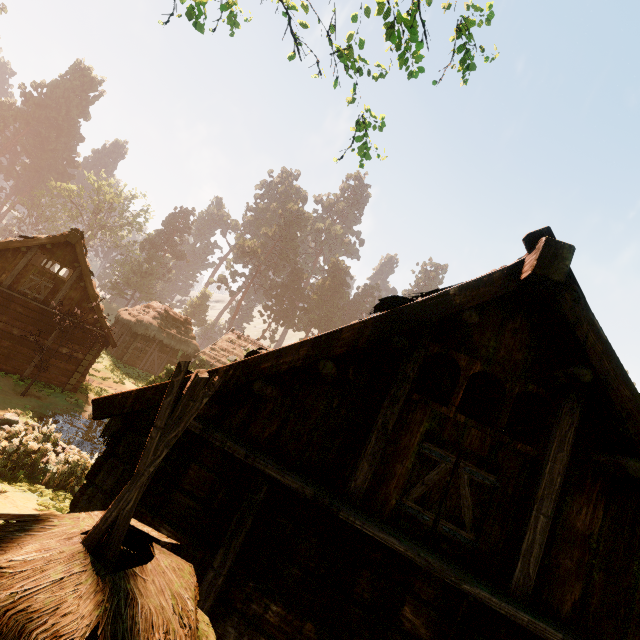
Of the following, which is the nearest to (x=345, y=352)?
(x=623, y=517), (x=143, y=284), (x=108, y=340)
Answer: (x=623, y=517)

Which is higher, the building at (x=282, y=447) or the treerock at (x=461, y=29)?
the treerock at (x=461, y=29)

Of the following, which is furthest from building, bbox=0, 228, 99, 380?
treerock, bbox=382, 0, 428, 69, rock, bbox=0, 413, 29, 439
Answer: rock, bbox=0, 413, 29, 439

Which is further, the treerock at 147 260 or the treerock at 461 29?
the treerock at 147 260

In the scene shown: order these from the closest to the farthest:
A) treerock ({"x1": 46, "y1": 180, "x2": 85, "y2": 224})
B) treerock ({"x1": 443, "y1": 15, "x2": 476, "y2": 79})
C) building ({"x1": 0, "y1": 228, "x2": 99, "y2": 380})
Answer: treerock ({"x1": 443, "y1": 15, "x2": 476, "y2": 79}) < building ({"x1": 0, "y1": 228, "x2": 99, "y2": 380}) < treerock ({"x1": 46, "y1": 180, "x2": 85, "y2": 224})

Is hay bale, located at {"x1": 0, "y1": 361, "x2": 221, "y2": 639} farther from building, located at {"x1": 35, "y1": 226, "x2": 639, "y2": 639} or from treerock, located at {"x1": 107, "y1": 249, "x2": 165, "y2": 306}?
treerock, located at {"x1": 107, "y1": 249, "x2": 165, "y2": 306}

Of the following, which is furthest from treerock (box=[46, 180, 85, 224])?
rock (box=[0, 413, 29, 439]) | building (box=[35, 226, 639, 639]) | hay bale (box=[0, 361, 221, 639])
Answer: rock (box=[0, 413, 29, 439])

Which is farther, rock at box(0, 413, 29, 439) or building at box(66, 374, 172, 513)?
rock at box(0, 413, 29, 439)
